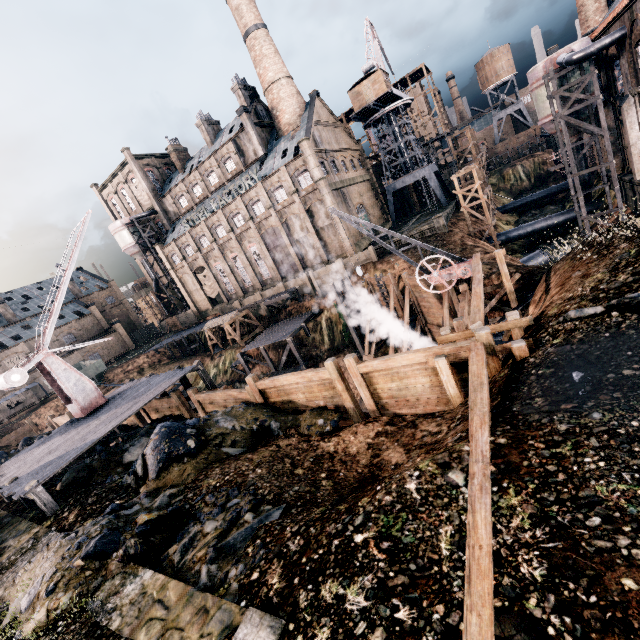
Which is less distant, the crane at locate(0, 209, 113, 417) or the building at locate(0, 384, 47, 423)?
the crane at locate(0, 209, 113, 417)

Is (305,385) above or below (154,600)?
below

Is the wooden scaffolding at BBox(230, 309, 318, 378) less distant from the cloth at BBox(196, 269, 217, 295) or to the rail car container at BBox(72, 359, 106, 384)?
the cloth at BBox(196, 269, 217, 295)

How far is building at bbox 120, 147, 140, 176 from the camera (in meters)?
58.78

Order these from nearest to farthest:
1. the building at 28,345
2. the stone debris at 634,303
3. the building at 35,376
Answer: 1. the stone debris at 634,303
2. the building at 35,376
3. the building at 28,345

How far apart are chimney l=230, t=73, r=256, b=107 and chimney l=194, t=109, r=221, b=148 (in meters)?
7.55

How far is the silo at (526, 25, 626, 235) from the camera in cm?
2570

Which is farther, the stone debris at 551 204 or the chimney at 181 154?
the chimney at 181 154
